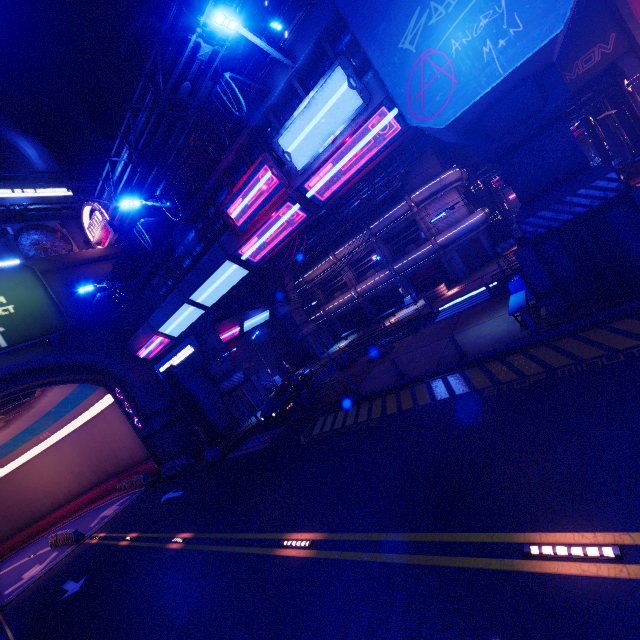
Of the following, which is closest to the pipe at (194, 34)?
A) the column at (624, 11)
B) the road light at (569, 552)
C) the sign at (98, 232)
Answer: the sign at (98, 232)

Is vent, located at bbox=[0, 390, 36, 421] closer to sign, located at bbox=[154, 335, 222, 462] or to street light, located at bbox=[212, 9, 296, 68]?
sign, located at bbox=[154, 335, 222, 462]

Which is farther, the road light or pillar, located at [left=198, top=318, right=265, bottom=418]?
pillar, located at [left=198, top=318, right=265, bottom=418]

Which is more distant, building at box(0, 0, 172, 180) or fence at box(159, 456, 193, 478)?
building at box(0, 0, 172, 180)

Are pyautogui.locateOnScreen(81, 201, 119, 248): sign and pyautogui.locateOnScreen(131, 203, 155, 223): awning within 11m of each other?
yes

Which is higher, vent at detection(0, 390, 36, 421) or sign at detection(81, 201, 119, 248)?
sign at detection(81, 201, 119, 248)

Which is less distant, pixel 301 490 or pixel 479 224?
pixel 301 490

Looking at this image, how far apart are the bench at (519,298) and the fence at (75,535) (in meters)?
32.63
